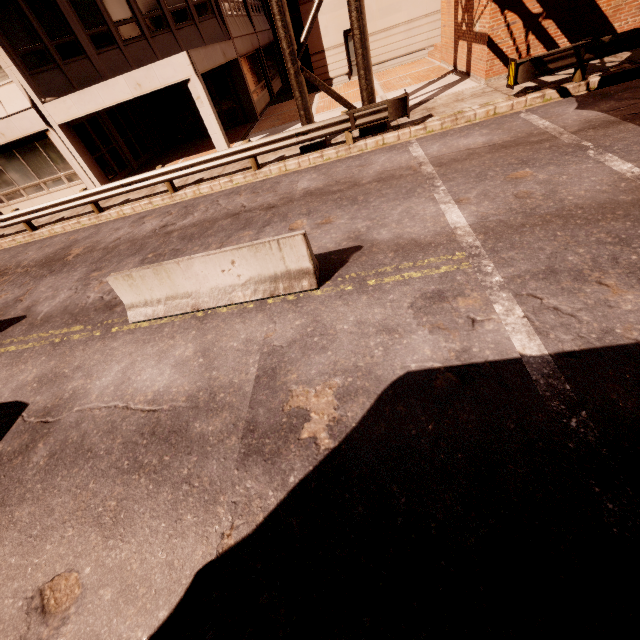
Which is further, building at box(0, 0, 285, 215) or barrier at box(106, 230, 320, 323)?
building at box(0, 0, 285, 215)

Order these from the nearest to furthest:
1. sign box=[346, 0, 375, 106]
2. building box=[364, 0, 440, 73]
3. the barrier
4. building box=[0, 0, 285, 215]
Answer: the barrier → sign box=[346, 0, 375, 106] → building box=[0, 0, 285, 215] → building box=[364, 0, 440, 73]

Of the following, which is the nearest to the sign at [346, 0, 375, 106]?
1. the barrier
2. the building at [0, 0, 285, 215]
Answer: the building at [0, 0, 285, 215]

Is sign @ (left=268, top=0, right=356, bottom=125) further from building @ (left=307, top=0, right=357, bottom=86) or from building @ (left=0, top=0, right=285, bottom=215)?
building @ (left=307, top=0, right=357, bottom=86)

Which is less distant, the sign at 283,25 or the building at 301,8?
the sign at 283,25

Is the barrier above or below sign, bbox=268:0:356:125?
below

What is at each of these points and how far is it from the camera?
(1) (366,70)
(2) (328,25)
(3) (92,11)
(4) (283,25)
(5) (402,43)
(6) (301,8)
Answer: (1) sign, 10.2m
(2) building, 18.9m
(3) building, 13.2m
(4) sign, 9.6m
(5) building, 19.3m
(6) building, 18.5m

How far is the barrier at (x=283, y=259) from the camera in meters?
5.6
